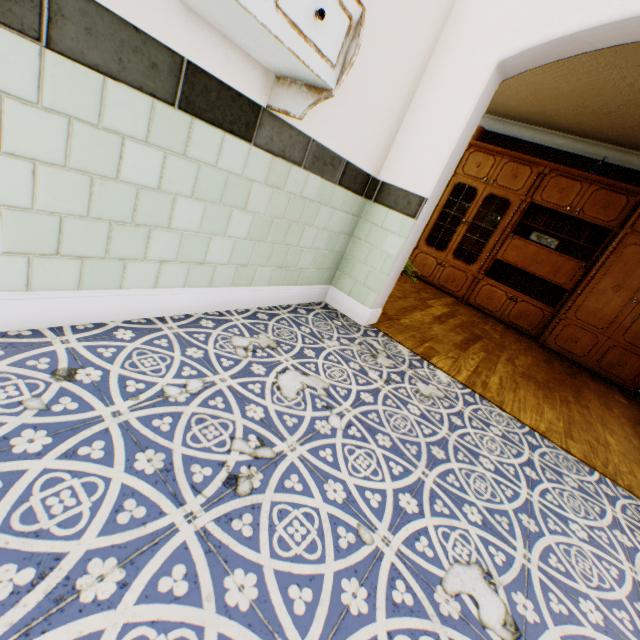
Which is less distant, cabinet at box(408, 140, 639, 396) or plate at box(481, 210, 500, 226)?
cabinet at box(408, 140, 639, 396)

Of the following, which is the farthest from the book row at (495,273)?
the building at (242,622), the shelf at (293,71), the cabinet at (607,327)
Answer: the shelf at (293,71)

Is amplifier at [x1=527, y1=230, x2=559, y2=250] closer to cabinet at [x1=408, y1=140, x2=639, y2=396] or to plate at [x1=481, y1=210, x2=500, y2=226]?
cabinet at [x1=408, y1=140, x2=639, y2=396]

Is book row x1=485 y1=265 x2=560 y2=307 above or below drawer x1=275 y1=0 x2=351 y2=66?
below

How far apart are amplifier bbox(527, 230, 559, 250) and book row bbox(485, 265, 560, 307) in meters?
0.6 m

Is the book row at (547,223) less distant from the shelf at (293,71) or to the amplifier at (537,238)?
the amplifier at (537,238)

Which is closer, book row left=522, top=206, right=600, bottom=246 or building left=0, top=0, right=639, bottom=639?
building left=0, top=0, right=639, bottom=639

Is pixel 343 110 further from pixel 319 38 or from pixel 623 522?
pixel 623 522
